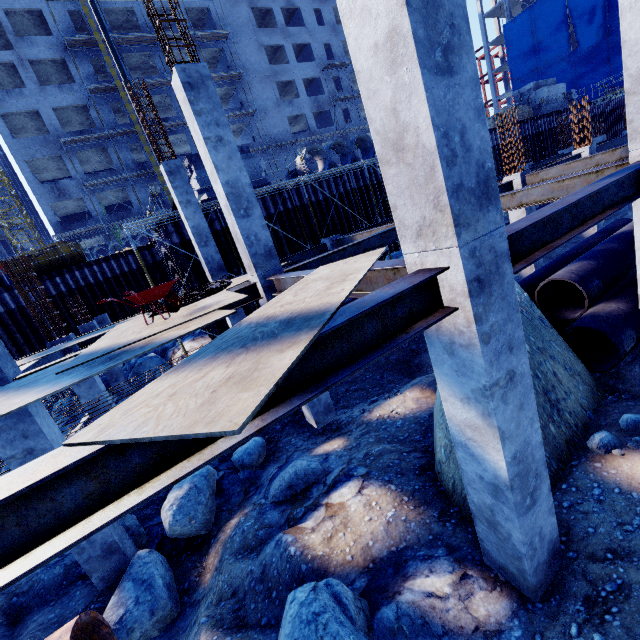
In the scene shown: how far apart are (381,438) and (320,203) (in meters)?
14.19

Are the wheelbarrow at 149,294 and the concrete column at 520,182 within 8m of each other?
no

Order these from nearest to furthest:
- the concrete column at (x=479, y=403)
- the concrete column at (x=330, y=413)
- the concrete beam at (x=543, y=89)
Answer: the concrete column at (x=479, y=403)
the concrete column at (x=330, y=413)
the concrete beam at (x=543, y=89)

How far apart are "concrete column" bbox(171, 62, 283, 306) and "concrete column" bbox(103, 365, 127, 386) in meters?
10.3 m

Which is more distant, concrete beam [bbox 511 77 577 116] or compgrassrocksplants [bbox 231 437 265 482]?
concrete beam [bbox 511 77 577 116]

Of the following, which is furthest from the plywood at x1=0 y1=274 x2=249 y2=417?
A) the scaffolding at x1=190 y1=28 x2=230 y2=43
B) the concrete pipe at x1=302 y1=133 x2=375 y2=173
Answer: the scaffolding at x1=190 y1=28 x2=230 y2=43

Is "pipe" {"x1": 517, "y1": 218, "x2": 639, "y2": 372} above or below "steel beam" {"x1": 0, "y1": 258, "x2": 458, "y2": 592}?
below

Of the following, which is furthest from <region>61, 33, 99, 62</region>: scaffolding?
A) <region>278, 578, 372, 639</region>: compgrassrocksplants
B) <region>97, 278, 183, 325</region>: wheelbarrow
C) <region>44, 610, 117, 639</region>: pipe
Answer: <region>278, 578, 372, 639</region>: compgrassrocksplants
